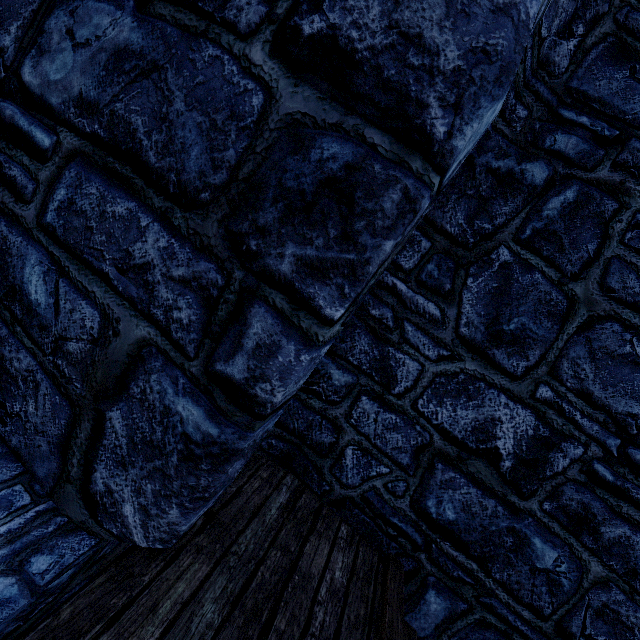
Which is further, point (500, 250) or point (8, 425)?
point (500, 250)
